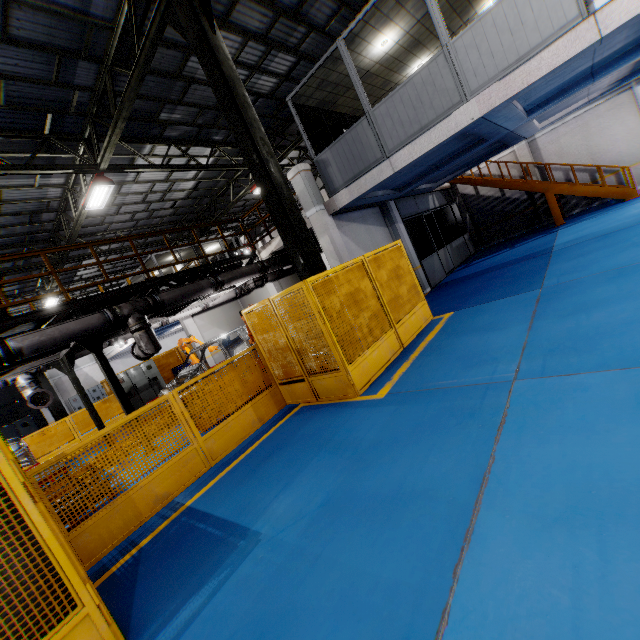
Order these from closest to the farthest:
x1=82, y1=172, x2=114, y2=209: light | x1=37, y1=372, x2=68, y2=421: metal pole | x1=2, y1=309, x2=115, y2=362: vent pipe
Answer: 1. x1=2, y1=309, x2=115, y2=362: vent pipe
2. x1=82, y1=172, x2=114, y2=209: light
3. x1=37, y1=372, x2=68, y2=421: metal pole

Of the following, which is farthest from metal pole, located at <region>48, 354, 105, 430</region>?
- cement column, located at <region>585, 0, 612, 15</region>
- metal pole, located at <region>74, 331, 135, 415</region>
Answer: cement column, located at <region>585, 0, 612, 15</region>

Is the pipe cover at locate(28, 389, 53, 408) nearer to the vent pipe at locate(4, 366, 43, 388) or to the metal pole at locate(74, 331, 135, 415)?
the vent pipe at locate(4, 366, 43, 388)

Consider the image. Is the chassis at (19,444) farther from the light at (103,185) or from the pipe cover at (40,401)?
the light at (103,185)

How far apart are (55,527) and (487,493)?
3.5m

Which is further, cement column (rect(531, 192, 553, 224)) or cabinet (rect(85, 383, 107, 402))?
cabinet (rect(85, 383, 107, 402))

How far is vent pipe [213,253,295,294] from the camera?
10.24m

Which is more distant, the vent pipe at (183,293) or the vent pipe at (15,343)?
the vent pipe at (183,293)
